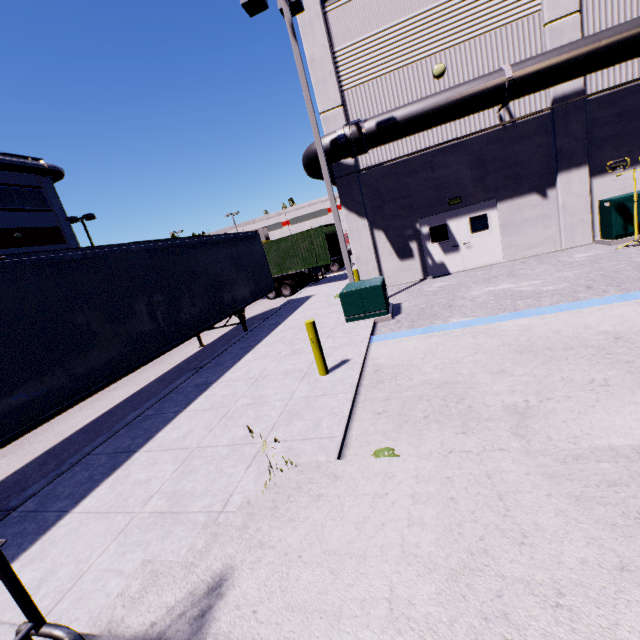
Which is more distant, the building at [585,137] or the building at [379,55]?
the building at [585,137]

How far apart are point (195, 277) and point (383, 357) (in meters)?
6.40

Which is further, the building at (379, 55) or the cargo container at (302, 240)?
the cargo container at (302, 240)

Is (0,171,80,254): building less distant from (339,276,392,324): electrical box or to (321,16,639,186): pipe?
(321,16,639,186): pipe

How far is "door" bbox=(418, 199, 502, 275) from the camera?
12.98m

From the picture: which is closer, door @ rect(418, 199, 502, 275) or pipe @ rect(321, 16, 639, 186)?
pipe @ rect(321, 16, 639, 186)

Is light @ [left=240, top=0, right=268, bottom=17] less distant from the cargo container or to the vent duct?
the cargo container

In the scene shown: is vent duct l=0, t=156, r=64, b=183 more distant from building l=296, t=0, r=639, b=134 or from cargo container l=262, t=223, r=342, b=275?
cargo container l=262, t=223, r=342, b=275
